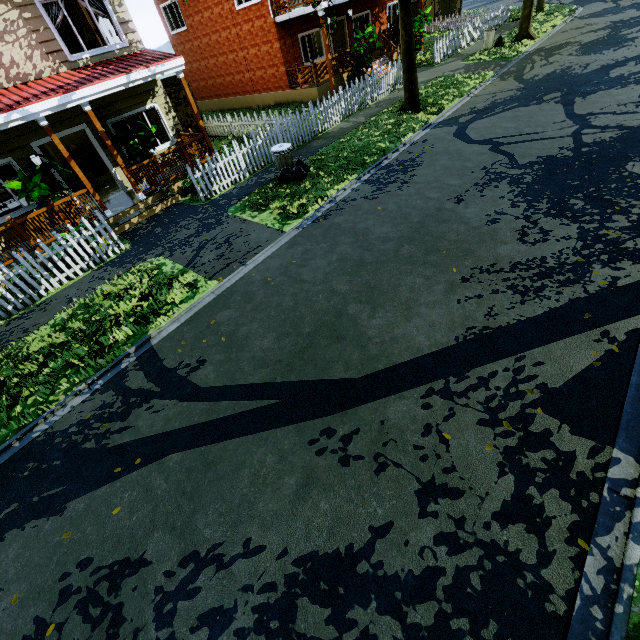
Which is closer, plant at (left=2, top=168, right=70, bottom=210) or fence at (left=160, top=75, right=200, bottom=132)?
plant at (left=2, top=168, right=70, bottom=210)

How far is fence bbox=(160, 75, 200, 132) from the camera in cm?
1526

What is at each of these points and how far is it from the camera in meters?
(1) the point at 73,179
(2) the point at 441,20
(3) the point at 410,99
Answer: (1) couch, 12.0
(2) fence, 26.1
(3) tree, 12.7

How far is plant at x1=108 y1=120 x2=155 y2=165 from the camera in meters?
10.5

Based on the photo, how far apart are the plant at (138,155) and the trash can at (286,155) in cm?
484

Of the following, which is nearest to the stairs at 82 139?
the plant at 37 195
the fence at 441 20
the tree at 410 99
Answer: the fence at 441 20

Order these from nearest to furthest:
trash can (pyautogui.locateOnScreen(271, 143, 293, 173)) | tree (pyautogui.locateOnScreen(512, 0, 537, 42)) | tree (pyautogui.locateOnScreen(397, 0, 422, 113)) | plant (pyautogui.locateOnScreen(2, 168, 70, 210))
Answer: plant (pyautogui.locateOnScreen(2, 168, 70, 210)) < trash can (pyautogui.locateOnScreen(271, 143, 293, 173)) < tree (pyautogui.locateOnScreen(397, 0, 422, 113)) < tree (pyautogui.locateOnScreen(512, 0, 537, 42))

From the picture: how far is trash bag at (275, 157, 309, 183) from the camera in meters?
9.9
